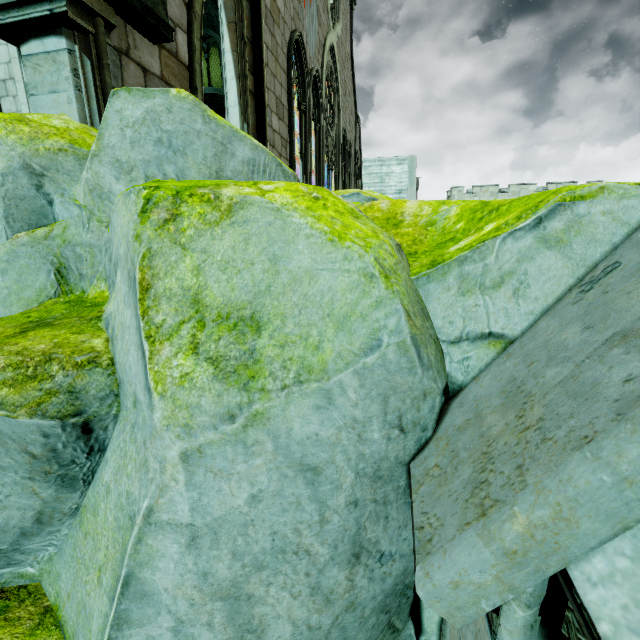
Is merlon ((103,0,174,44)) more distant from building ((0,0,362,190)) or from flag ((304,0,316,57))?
flag ((304,0,316,57))

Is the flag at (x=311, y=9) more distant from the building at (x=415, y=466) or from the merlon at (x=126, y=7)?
the merlon at (x=126, y=7)

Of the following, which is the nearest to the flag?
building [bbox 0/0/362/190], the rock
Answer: building [bbox 0/0/362/190]

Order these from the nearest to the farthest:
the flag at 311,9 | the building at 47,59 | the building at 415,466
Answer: the building at 415,466 → the building at 47,59 → the flag at 311,9

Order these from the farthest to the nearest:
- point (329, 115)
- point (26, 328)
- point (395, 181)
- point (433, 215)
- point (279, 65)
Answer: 1. point (395, 181)
2. point (329, 115)
3. point (279, 65)
4. point (433, 215)
5. point (26, 328)

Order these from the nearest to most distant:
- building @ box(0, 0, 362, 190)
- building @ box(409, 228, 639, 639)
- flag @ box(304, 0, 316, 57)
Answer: building @ box(409, 228, 639, 639) < building @ box(0, 0, 362, 190) < flag @ box(304, 0, 316, 57)

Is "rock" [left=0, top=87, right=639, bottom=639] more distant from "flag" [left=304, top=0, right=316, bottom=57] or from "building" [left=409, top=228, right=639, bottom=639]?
"flag" [left=304, top=0, right=316, bottom=57]
